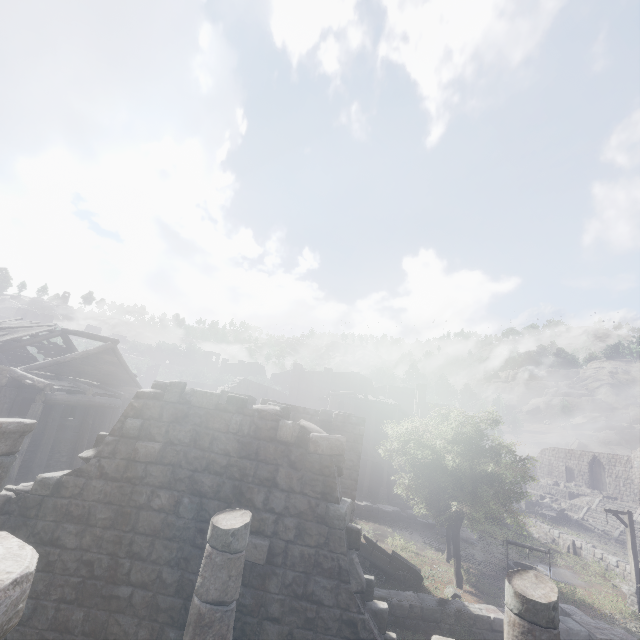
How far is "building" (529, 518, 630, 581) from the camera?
20.58m

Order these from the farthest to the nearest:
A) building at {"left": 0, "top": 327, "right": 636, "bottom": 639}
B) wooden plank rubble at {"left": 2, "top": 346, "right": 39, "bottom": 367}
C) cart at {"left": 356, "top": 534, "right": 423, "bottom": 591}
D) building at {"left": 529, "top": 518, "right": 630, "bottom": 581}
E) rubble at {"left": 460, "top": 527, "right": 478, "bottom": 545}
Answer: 1. wooden plank rubble at {"left": 2, "top": 346, "right": 39, "bottom": 367}
2. rubble at {"left": 460, "top": 527, "right": 478, "bottom": 545}
3. building at {"left": 529, "top": 518, "right": 630, "bottom": 581}
4. cart at {"left": 356, "top": 534, "right": 423, "bottom": 591}
5. building at {"left": 0, "top": 327, "right": 636, "bottom": 639}

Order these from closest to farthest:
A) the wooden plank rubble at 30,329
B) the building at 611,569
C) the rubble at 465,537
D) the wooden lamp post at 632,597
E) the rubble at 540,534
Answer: the wooden lamp post at 632,597, the wooden plank rubble at 30,329, the building at 611,569, the rubble at 465,537, the rubble at 540,534

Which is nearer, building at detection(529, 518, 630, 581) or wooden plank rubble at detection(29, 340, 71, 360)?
building at detection(529, 518, 630, 581)

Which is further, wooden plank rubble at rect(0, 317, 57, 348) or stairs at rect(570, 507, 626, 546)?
stairs at rect(570, 507, 626, 546)

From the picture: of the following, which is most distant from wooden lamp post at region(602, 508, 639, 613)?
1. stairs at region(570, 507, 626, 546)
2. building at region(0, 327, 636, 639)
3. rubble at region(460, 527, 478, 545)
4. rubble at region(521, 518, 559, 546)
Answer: stairs at region(570, 507, 626, 546)

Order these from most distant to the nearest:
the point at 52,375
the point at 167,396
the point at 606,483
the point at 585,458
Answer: the point at 585,458 → the point at 606,483 → the point at 52,375 → the point at 167,396

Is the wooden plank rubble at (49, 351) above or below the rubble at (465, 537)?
above
